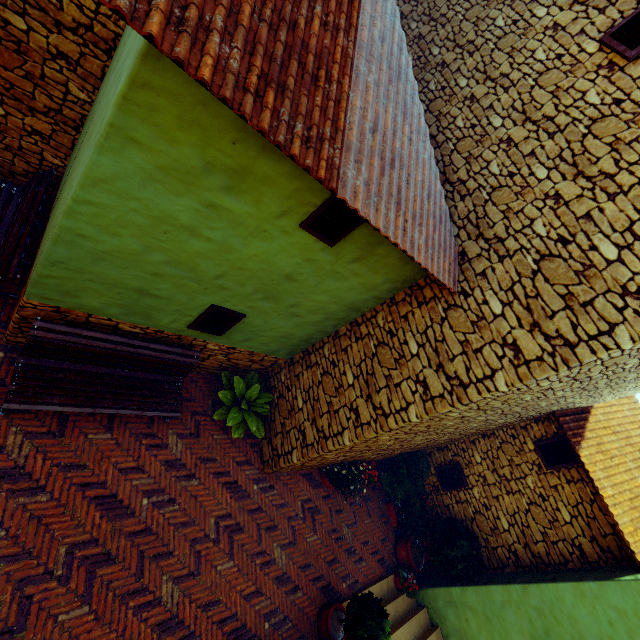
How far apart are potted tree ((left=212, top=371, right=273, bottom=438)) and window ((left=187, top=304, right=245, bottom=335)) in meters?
1.2 m

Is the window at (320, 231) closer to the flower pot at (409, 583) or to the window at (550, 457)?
the window at (550, 457)

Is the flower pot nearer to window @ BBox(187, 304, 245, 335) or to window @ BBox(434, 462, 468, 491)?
window @ BBox(434, 462, 468, 491)

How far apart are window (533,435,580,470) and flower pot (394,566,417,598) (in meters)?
3.89

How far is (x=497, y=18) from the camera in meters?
5.4

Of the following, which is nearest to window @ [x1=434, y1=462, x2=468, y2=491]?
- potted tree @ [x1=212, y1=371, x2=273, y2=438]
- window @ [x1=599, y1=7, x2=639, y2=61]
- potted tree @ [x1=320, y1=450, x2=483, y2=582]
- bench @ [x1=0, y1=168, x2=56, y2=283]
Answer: potted tree @ [x1=320, y1=450, x2=483, y2=582]

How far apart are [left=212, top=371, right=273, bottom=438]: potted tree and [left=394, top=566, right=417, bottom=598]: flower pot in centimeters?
470cm

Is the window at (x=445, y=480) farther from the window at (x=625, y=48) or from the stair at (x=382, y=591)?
the window at (x=625, y=48)
